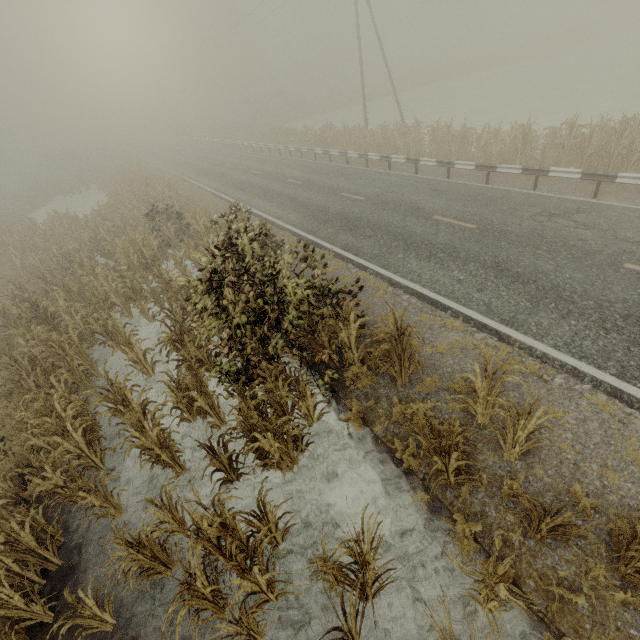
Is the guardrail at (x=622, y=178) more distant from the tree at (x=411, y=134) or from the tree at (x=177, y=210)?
the tree at (x=177, y=210)

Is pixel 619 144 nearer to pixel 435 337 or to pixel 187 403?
pixel 435 337

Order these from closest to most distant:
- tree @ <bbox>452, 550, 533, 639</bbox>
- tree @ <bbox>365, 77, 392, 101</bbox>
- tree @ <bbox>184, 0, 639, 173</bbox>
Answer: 1. tree @ <bbox>452, 550, 533, 639</bbox>
2. tree @ <bbox>184, 0, 639, 173</bbox>
3. tree @ <bbox>365, 77, 392, 101</bbox>

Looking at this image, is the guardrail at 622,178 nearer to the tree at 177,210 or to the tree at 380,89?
the tree at 177,210

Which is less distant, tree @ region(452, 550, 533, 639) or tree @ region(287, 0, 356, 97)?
tree @ region(452, 550, 533, 639)

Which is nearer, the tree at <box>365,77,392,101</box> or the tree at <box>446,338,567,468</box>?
the tree at <box>446,338,567,468</box>

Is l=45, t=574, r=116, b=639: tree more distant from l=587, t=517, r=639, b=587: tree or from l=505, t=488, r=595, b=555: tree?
l=587, t=517, r=639, b=587: tree

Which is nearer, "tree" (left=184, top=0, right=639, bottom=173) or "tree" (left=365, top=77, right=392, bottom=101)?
"tree" (left=184, top=0, right=639, bottom=173)
